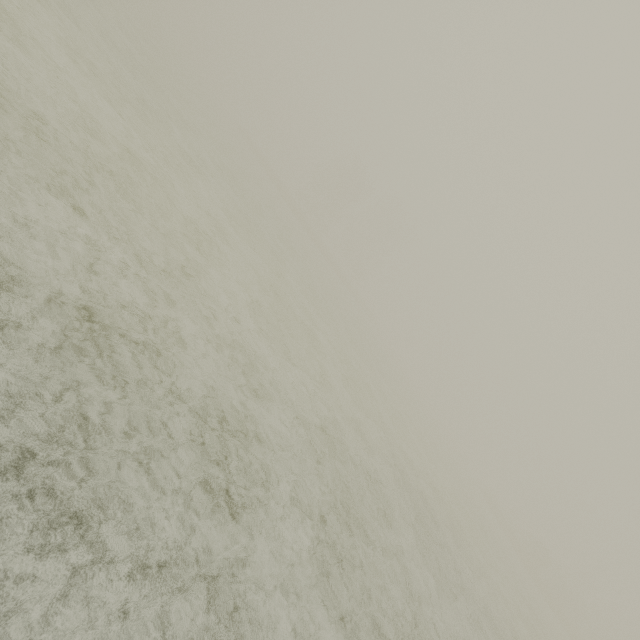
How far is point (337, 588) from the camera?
4.5m
